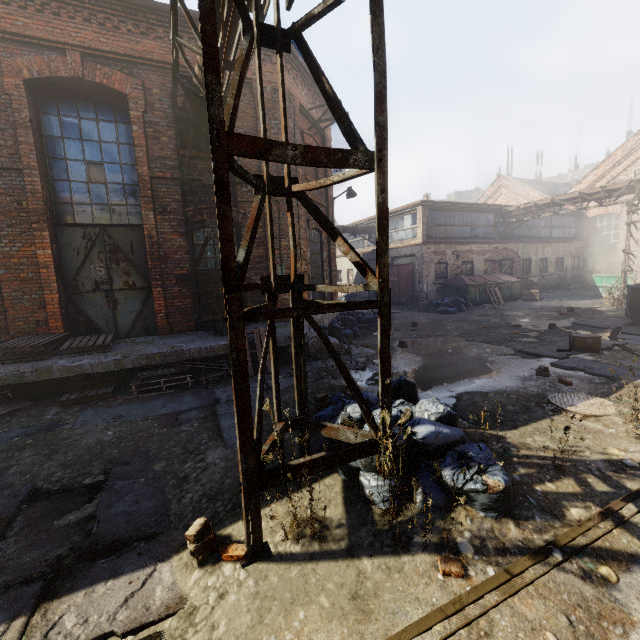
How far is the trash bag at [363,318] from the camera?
12.9 meters

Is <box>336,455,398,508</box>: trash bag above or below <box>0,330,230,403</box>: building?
below

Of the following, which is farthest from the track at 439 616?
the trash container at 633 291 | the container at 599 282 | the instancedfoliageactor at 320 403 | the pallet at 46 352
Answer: the container at 599 282

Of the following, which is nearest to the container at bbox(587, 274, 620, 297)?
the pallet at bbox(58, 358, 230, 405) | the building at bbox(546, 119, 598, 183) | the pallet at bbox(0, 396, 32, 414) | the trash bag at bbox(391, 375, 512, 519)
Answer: the trash bag at bbox(391, 375, 512, 519)

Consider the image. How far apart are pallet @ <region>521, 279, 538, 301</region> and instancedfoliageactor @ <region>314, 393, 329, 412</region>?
18.4 meters

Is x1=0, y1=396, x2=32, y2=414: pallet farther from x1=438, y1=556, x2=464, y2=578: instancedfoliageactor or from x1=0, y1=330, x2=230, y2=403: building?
x1=438, y1=556, x2=464, y2=578: instancedfoliageactor

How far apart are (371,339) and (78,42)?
10.4 meters

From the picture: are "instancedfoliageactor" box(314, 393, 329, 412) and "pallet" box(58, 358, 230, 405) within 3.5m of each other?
yes
